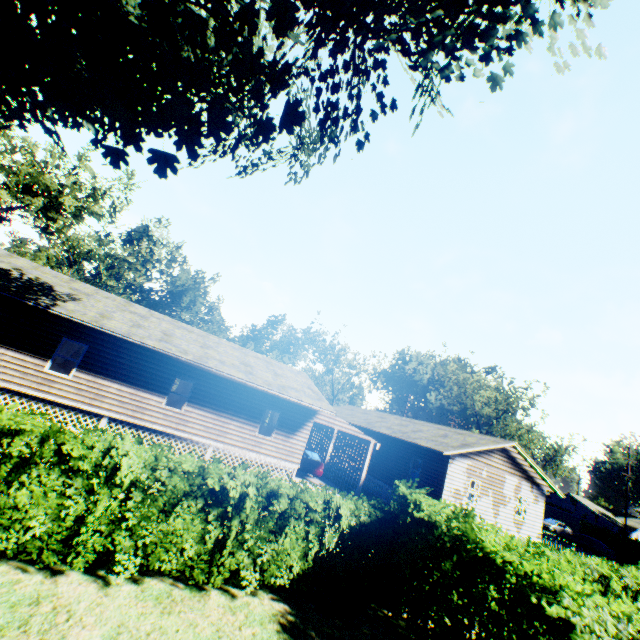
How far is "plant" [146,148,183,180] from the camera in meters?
7.4 m

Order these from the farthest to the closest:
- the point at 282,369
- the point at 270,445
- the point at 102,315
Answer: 1. the point at 282,369
2. the point at 270,445
3. the point at 102,315

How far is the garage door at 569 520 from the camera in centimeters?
4622cm

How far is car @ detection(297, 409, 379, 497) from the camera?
19.5m

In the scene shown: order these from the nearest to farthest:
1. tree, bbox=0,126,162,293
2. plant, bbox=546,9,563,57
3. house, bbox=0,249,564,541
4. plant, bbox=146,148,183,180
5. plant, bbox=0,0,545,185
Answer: plant, bbox=546,9,563,57 < plant, bbox=0,0,545,185 < plant, bbox=146,148,183,180 < house, bbox=0,249,564,541 < tree, bbox=0,126,162,293

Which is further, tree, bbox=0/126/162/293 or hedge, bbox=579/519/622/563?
hedge, bbox=579/519/622/563

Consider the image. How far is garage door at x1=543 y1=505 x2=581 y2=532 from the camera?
46.2 meters

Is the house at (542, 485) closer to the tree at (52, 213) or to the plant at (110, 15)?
the plant at (110, 15)
